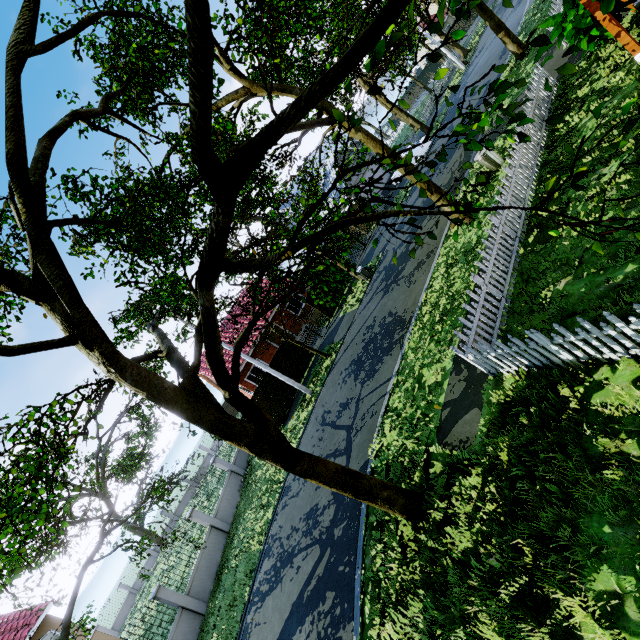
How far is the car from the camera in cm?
2486

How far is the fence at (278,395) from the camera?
20.03m

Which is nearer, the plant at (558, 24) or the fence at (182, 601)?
the plant at (558, 24)

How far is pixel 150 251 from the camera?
7.5m

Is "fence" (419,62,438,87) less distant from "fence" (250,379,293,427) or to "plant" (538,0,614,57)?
"plant" (538,0,614,57)

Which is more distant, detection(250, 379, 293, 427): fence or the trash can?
detection(250, 379, 293, 427): fence

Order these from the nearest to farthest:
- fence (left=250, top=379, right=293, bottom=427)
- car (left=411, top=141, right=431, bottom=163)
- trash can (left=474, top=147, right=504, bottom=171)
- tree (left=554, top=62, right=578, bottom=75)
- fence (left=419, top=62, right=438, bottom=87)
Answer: tree (left=554, top=62, right=578, bottom=75)
trash can (left=474, top=147, right=504, bottom=171)
fence (left=250, top=379, right=293, bottom=427)
car (left=411, top=141, right=431, bottom=163)
fence (left=419, top=62, right=438, bottom=87)

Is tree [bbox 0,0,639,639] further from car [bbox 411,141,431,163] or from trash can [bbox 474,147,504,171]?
car [bbox 411,141,431,163]
